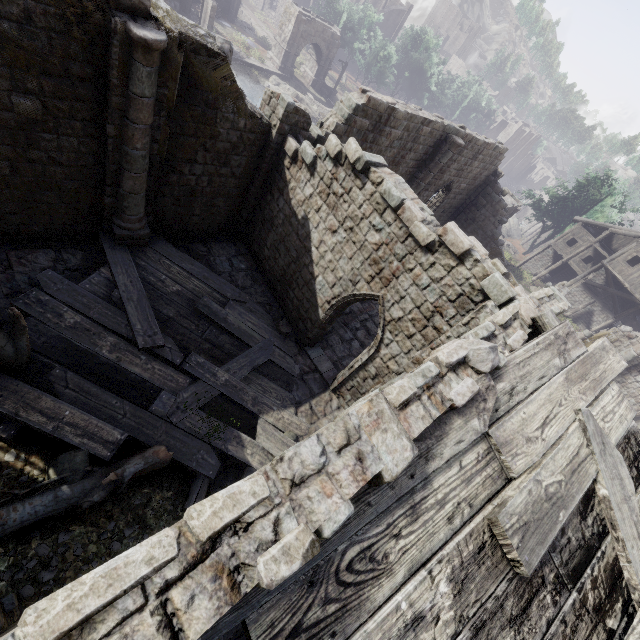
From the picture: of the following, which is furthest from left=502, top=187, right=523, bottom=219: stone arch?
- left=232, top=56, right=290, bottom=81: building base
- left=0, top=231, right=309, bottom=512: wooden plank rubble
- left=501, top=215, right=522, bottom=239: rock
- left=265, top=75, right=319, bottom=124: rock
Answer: left=0, top=231, right=309, bottom=512: wooden plank rubble

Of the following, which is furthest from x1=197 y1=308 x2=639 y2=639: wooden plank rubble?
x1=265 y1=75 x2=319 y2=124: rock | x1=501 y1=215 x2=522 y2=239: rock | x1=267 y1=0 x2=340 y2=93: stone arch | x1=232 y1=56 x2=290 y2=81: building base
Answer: x1=501 y1=215 x2=522 y2=239: rock

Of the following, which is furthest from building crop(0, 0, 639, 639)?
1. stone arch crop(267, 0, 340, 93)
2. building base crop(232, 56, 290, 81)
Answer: building base crop(232, 56, 290, 81)

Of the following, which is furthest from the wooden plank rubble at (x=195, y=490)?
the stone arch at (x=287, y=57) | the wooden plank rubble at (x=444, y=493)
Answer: the stone arch at (x=287, y=57)

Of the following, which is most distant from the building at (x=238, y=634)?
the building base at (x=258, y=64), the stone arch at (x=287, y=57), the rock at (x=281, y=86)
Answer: the rock at (x=281, y=86)

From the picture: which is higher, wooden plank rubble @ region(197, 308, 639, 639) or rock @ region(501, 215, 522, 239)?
wooden plank rubble @ region(197, 308, 639, 639)

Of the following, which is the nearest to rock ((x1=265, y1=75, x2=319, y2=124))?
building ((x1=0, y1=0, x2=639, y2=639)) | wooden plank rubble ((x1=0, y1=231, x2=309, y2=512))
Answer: building ((x1=0, y1=0, x2=639, y2=639))

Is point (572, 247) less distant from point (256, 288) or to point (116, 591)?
point (256, 288)
